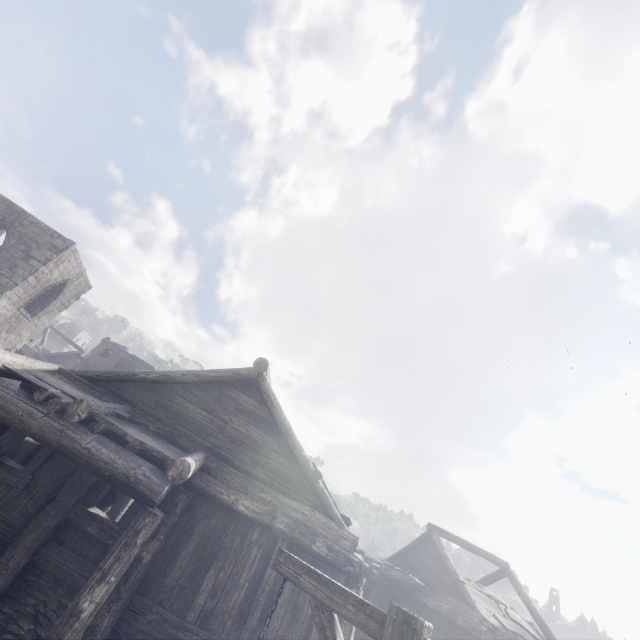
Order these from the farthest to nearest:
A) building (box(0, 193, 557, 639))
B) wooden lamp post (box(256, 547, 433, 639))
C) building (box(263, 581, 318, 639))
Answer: building (box(263, 581, 318, 639)) → building (box(0, 193, 557, 639)) → wooden lamp post (box(256, 547, 433, 639))

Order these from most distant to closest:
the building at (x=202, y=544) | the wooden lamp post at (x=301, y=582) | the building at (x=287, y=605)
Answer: the building at (x=287, y=605) < the building at (x=202, y=544) < the wooden lamp post at (x=301, y=582)

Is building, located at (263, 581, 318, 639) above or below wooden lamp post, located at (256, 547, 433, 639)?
below

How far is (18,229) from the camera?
18.48m

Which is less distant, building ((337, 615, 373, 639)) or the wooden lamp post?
the wooden lamp post

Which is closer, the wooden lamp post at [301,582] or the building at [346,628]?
the wooden lamp post at [301,582]
